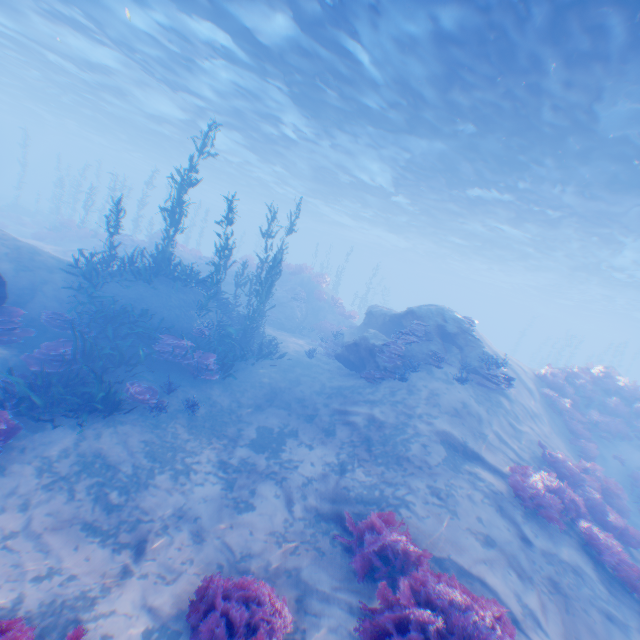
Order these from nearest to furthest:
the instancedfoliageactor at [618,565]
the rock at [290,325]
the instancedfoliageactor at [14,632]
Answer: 1. the instancedfoliageactor at [14,632]
2. the instancedfoliageactor at [618,565]
3. the rock at [290,325]

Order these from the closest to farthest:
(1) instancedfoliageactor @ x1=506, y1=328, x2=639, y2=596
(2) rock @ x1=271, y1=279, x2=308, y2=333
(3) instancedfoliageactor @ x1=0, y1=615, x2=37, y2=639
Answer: (3) instancedfoliageactor @ x1=0, y1=615, x2=37, y2=639
(1) instancedfoliageactor @ x1=506, y1=328, x2=639, y2=596
(2) rock @ x1=271, y1=279, x2=308, y2=333

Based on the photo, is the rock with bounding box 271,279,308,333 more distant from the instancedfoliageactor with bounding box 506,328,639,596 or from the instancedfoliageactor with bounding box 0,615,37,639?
Answer: the instancedfoliageactor with bounding box 0,615,37,639

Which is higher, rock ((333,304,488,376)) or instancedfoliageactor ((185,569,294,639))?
rock ((333,304,488,376))

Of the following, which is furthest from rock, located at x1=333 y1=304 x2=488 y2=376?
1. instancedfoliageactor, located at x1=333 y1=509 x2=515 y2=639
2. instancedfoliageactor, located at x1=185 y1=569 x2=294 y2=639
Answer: instancedfoliageactor, located at x1=333 y1=509 x2=515 y2=639

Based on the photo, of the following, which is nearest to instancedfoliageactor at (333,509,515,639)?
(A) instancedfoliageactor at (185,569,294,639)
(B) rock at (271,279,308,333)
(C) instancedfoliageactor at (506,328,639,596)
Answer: (A) instancedfoliageactor at (185,569,294,639)

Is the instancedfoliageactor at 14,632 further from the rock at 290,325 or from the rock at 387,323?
the rock at 290,325

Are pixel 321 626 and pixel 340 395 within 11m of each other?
yes
